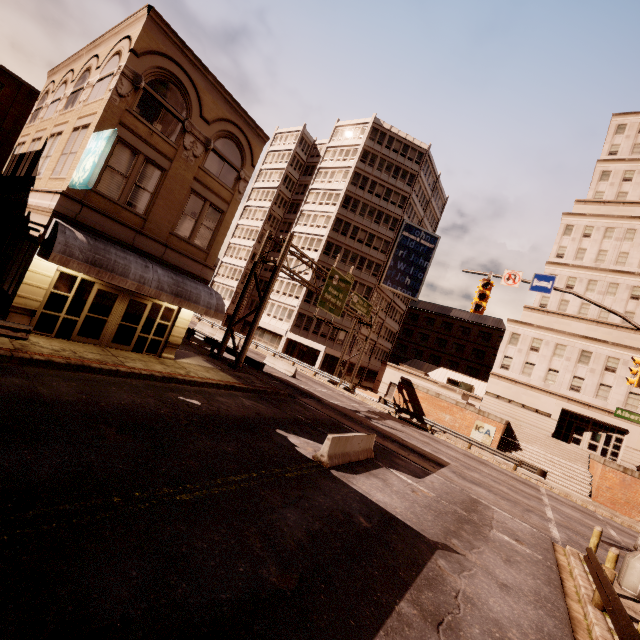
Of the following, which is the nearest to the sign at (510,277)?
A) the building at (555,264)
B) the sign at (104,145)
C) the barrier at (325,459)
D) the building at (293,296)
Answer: the barrier at (325,459)

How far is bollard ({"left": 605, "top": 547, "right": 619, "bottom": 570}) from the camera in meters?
9.3 m

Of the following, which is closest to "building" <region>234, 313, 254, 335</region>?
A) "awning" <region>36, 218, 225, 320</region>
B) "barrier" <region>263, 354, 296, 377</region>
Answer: "barrier" <region>263, 354, 296, 377</region>

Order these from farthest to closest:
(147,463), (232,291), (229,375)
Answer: (232,291) → (229,375) → (147,463)

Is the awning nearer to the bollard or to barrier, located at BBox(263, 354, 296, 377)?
barrier, located at BBox(263, 354, 296, 377)

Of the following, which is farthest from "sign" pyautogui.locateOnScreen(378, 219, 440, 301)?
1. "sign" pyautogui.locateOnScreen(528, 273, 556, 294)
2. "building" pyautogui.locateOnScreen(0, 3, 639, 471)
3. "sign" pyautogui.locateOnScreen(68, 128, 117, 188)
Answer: "sign" pyautogui.locateOnScreen(68, 128, 117, 188)

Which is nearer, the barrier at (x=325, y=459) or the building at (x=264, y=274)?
the barrier at (x=325, y=459)

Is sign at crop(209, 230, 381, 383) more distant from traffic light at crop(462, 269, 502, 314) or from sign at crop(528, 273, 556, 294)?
sign at crop(528, 273, 556, 294)
